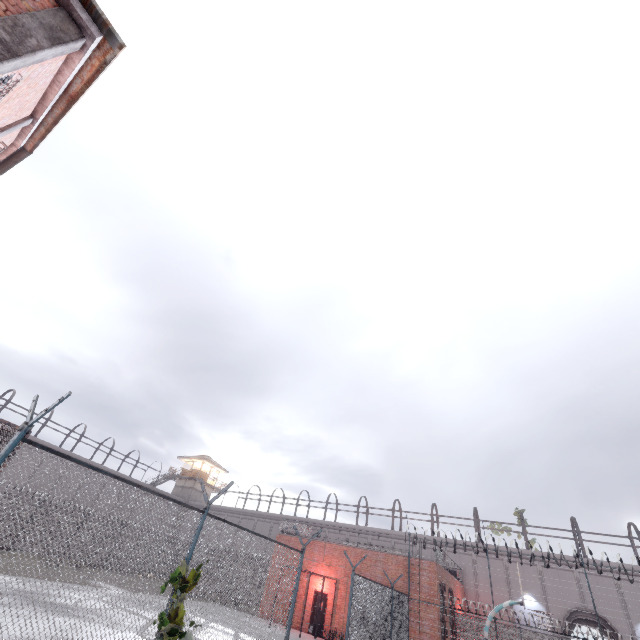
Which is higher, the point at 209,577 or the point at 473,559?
the point at 473,559

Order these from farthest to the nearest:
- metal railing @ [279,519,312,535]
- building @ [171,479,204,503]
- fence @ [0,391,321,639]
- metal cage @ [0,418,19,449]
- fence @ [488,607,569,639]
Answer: building @ [171,479,204,503] → metal railing @ [279,519,312,535] → fence @ [488,607,569,639] → metal cage @ [0,418,19,449] → fence @ [0,391,321,639]

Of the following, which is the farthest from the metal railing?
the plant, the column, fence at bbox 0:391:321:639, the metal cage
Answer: the column

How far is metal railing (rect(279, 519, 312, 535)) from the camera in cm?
2472

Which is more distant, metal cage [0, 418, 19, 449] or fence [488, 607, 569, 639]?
fence [488, 607, 569, 639]

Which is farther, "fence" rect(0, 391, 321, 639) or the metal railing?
the metal railing

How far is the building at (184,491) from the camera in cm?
4681

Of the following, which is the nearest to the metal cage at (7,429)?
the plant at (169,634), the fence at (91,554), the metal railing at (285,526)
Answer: the metal railing at (285,526)
